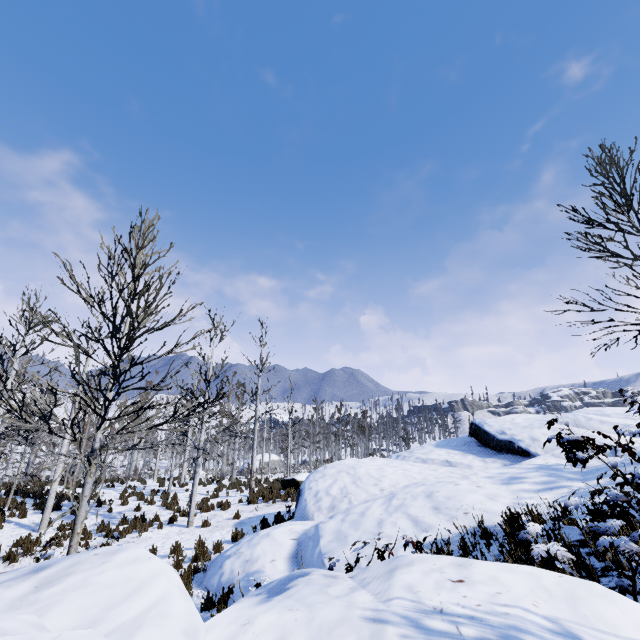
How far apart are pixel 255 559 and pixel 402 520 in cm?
327

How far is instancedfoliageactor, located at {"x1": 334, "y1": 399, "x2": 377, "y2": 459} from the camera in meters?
22.4 m

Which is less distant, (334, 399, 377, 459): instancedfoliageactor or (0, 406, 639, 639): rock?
(0, 406, 639, 639): rock

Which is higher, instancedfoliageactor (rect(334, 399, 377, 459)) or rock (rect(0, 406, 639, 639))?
instancedfoliageactor (rect(334, 399, 377, 459))

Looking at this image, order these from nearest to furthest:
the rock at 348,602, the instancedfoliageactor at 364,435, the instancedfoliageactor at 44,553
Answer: the rock at 348,602
the instancedfoliageactor at 44,553
the instancedfoliageactor at 364,435

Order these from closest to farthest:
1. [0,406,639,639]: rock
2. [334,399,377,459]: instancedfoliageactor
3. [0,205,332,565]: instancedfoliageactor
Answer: [0,406,639,639]: rock < [0,205,332,565]: instancedfoliageactor < [334,399,377,459]: instancedfoliageactor

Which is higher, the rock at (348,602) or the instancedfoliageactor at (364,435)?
the instancedfoliageactor at (364,435)
